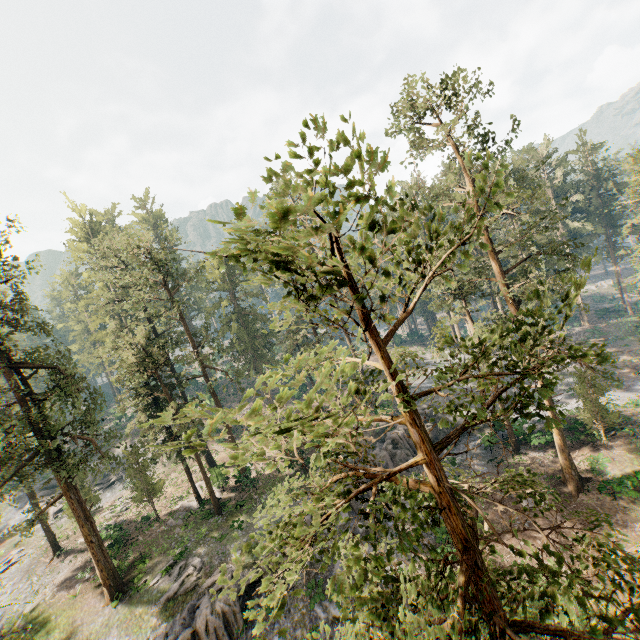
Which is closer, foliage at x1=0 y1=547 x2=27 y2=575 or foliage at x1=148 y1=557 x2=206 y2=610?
foliage at x1=148 y1=557 x2=206 y2=610

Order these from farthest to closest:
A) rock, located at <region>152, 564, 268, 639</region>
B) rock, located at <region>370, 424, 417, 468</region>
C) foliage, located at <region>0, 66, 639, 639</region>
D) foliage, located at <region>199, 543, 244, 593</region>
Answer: rock, located at <region>370, 424, 417, 468</region>
rock, located at <region>152, 564, 268, 639</region>
foliage, located at <region>199, 543, 244, 593</region>
foliage, located at <region>0, 66, 639, 639</region>

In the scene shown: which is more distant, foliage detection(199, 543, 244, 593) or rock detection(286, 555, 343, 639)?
rock detection(286, 555, 343, 639)

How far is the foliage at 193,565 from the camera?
22.9 meters

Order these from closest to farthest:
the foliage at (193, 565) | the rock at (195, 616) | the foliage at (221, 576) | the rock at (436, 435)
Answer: the foliage at (221, 576) → the rock at (195, 616) → the foliage at (193, 565) → the rock at (436, 435)

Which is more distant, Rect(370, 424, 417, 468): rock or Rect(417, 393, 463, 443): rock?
Rect(417, 393, 463, 443): rock

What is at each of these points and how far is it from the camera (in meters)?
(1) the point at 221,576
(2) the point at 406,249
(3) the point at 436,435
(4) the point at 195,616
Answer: (1) foliage, 4.59
(2) foliage, 5.01
(3) rock, 34.88
(4) rock, 20.41

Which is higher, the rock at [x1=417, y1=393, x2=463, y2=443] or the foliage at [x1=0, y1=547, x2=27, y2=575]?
the foliage at [x1=0, y1=547, x2=27, y2=575]
